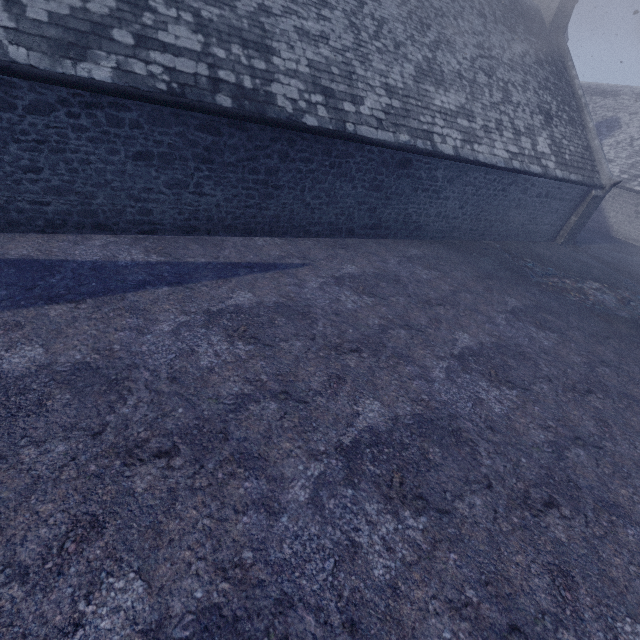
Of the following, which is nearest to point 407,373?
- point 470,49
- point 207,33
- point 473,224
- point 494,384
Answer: point 494,384
